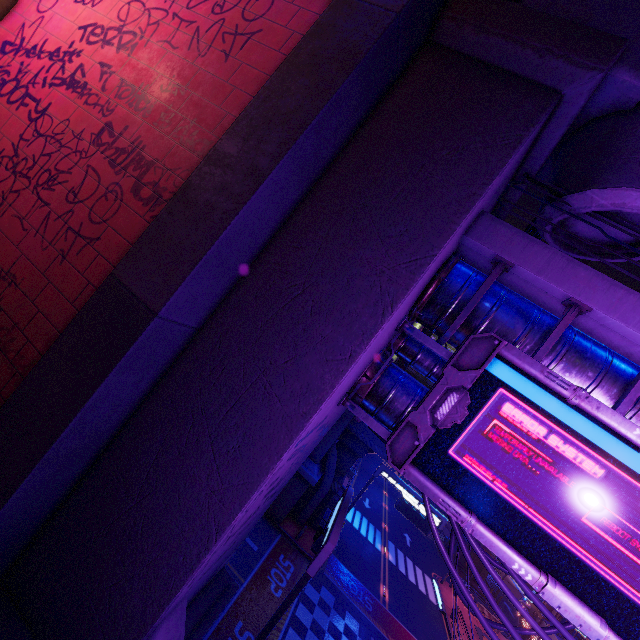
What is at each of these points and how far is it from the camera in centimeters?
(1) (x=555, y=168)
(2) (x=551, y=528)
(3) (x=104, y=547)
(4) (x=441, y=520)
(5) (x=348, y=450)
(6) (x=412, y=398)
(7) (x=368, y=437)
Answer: (1) building, 737cm
(2) sign, 534cm
(3) wall arch, 561cm
(4) sign, 2105cm
(5) pillar, 2542cm
(6) pipe, 718cm
(7) walkway, 2420cm

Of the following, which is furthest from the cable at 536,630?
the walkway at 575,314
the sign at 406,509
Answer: the sign at 406,509

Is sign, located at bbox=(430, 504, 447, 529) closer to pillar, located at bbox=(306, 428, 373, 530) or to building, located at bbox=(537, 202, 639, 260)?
pillar, located at bbox=(306, 428, 373, 530)

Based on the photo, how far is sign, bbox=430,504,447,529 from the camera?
20.97m

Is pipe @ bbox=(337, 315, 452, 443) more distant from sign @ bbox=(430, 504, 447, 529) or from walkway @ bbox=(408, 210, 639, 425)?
sign @ bbox=(430, 504, 447, 529)

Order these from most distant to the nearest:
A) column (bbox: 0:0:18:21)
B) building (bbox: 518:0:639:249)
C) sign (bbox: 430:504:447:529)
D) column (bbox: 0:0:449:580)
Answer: sign (bbox: 430:504:447:529), column (bbox: 0:0:18:21), building (bbox: 518:0:639:249), column (bbox: 0:0:449:580)

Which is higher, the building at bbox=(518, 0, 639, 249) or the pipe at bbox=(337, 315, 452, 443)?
the building at bbox=(518, 0, 639, 249)

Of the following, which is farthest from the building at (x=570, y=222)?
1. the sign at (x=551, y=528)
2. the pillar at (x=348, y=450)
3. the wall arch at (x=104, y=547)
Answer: the pillar at (x=348, y=450)
